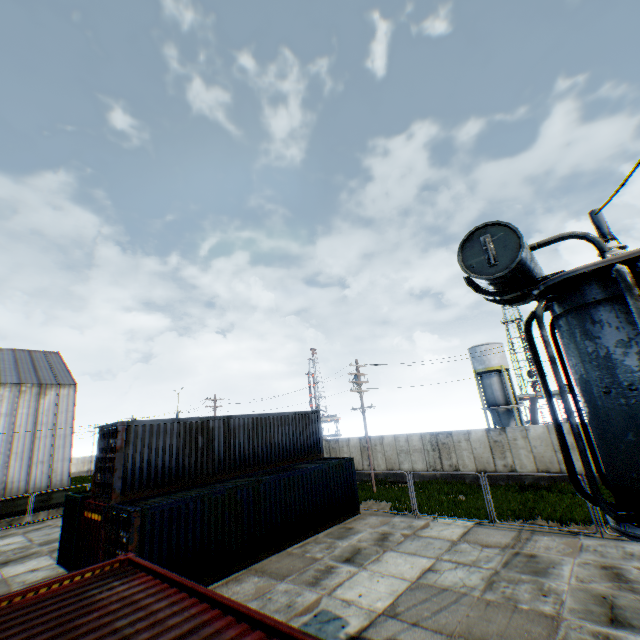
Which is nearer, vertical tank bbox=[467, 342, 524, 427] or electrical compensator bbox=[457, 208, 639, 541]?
electrical compensator bbox=[457, 208, 639, 541]

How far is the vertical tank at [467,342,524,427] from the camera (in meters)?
37.72

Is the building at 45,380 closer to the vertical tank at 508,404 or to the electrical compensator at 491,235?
the electrical compensator at 491,235

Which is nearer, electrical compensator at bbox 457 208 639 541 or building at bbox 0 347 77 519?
electrical compensator at bbox 457 208 639 541

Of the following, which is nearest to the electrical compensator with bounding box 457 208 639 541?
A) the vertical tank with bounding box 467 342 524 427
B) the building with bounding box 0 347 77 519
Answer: the building with bounding box 0 347 77 519

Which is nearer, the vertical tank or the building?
the building

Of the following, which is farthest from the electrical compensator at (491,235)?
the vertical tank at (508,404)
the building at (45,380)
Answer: the vertical tank at (508,404)

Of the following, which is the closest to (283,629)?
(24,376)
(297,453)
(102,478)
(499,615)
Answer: (499,615)
